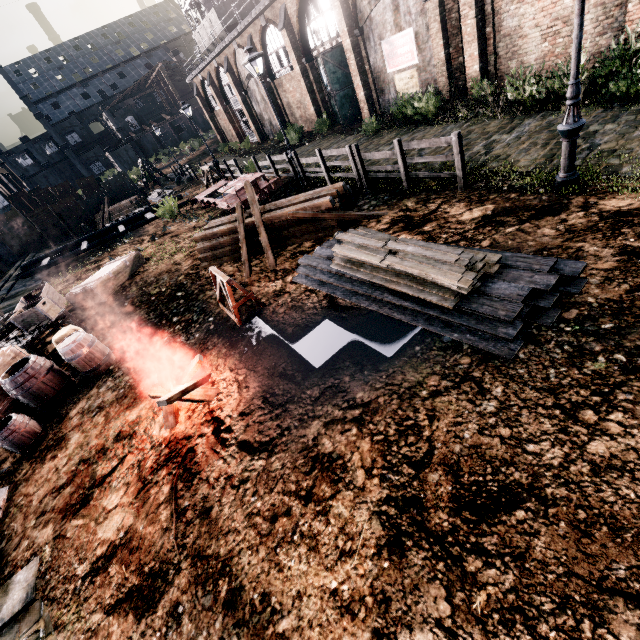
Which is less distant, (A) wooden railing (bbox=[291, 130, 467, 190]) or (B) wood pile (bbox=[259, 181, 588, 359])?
(B) wood pile (bbox=[259, 181, 588, 359])

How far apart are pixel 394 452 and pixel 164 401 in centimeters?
431cm

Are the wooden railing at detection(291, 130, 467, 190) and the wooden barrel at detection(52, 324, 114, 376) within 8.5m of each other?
no

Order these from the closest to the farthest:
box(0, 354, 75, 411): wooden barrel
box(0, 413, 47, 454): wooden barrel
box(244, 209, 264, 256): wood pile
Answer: box(0, 413, 47, 454): wooden barrel < box(0, 354, 75, 411): wooden barrel < box(244, 209, 264, 256): wood pile

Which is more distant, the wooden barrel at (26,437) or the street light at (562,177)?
the wooden barrel at (26,437)

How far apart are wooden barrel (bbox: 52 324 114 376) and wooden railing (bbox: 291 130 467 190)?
10.6m

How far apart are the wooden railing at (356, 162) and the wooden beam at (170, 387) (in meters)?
8.44

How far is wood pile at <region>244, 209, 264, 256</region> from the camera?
11.40m
